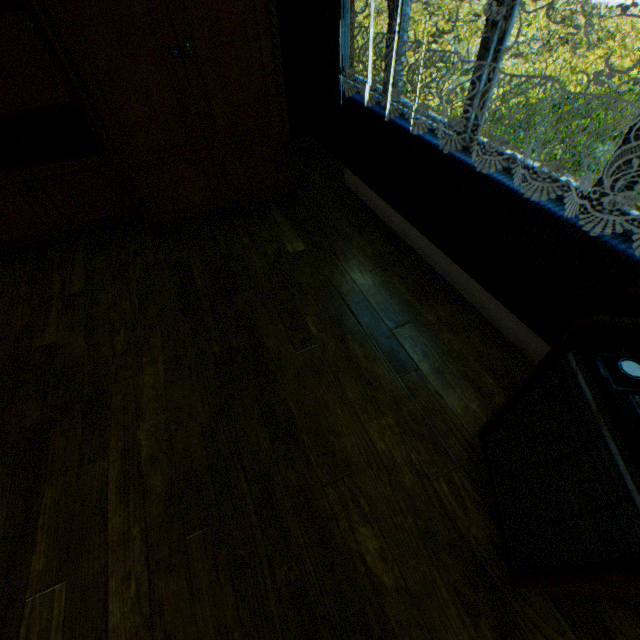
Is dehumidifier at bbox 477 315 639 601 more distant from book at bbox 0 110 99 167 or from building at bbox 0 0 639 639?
book at bbox 0 110 99 167

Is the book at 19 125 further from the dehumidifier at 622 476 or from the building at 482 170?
the dehumidifier at 622 476

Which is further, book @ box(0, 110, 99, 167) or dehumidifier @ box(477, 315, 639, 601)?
book @ box(0, 110, 99, 167)

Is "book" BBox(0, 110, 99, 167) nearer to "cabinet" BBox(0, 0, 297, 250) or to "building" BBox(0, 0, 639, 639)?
"cabinet" BBox(0, 0, 297, 250)

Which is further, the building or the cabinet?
the cabinet

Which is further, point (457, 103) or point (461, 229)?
point (457, 103)

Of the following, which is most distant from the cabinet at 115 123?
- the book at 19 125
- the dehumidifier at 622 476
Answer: the dehumidifier at 622 476
